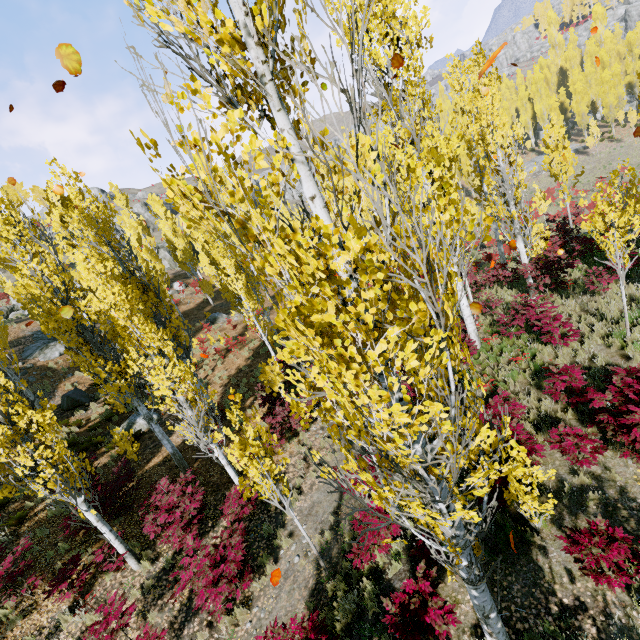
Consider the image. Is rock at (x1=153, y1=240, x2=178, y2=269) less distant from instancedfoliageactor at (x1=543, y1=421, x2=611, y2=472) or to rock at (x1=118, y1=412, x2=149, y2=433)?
instancedfoliageactor at (x1=543, y1=421, x2=611, y2=472)

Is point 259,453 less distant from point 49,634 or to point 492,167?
point 49,634

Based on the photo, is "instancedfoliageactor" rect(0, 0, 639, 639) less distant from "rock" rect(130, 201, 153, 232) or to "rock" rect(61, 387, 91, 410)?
"rock" rect(61, 387, 91, 410)

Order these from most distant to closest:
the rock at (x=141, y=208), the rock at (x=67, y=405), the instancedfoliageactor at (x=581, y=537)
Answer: the rock at (x=141, y=208) < the rock at (x=67, y=405) < the instancedfoliageactor at (x=581, y=537)

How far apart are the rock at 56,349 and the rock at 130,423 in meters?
10.9

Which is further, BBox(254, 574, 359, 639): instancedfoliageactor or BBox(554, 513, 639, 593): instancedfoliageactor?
BBox(254, 574, 359, 639): instancedfoliageactor

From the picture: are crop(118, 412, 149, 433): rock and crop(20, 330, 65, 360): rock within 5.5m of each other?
no
